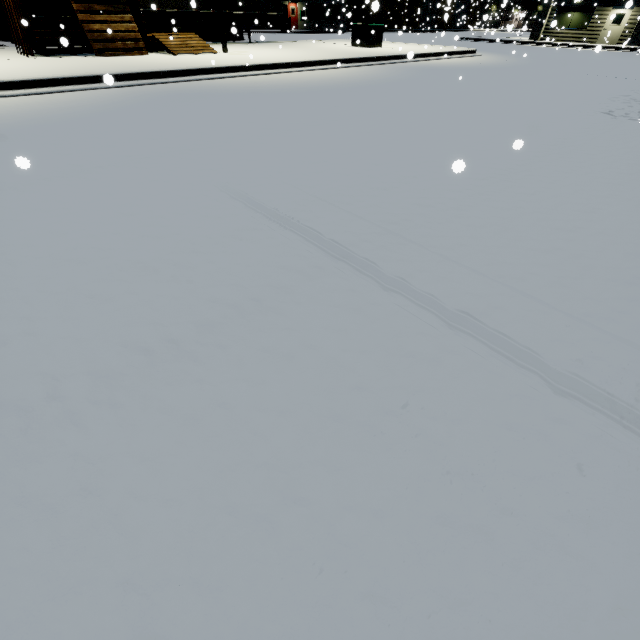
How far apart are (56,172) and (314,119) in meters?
4.7

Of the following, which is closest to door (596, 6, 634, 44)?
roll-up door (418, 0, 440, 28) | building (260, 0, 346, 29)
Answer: building (260, 0, 346, 29)

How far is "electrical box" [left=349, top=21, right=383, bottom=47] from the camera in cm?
1825

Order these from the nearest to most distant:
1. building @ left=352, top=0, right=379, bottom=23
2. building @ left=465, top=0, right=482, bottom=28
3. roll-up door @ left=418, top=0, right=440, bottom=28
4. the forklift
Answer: building @ left=352, top=0, right=379, bottom=23
the forklift
building @ left=465, top=0, right=482, bottom=28
roll-up door @ left=418, top=0, right=440, bottom=28

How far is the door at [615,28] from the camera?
26.0 meters

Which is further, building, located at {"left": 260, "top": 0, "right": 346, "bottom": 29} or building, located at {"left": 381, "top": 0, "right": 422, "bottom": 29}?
building, located at {"left": 381, "top": 0, "right": 422, "bottom": 29}

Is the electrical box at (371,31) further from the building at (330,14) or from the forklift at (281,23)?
the forklift at (281,23)

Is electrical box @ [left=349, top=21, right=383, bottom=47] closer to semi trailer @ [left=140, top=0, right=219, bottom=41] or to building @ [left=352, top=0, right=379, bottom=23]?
semi trailer @ [left=140, top=0, right=219, bottom=41]
